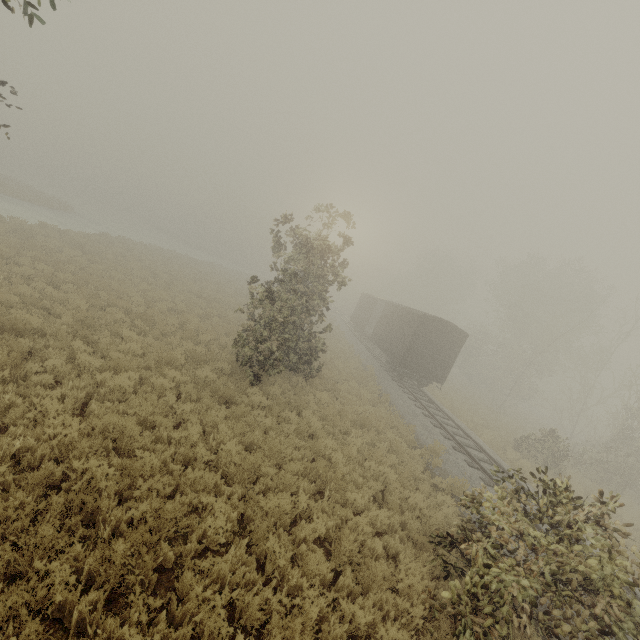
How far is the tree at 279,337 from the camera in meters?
11.3

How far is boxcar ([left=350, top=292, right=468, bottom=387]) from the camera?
20.2 meters

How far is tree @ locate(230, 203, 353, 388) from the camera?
11.3m

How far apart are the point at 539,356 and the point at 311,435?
27.34m

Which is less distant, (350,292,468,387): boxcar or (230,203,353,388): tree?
(230,203,353,388): tree

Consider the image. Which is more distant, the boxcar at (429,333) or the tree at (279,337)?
the boxcar at (429,333)
